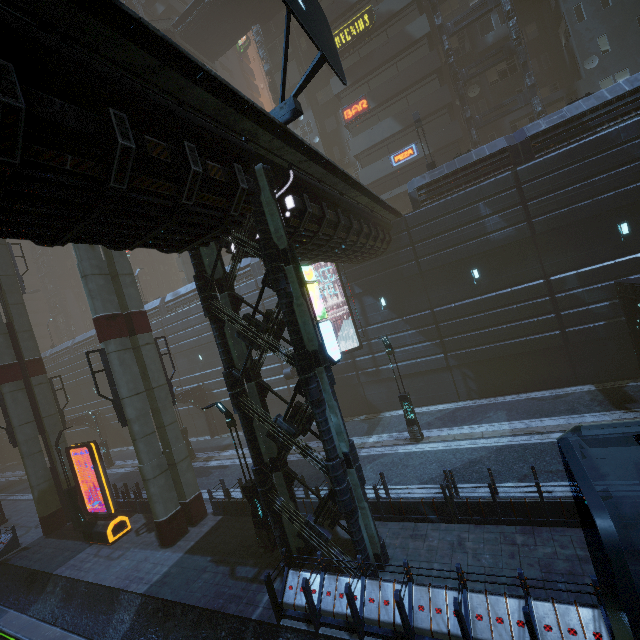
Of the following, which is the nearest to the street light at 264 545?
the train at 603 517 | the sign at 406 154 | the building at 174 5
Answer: the building at 174 5

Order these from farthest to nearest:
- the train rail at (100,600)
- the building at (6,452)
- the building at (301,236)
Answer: the building at (6,452) → the train rail at (100,600) → the building at (301,236)

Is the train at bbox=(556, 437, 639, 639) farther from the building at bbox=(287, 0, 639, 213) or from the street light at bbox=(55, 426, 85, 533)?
the street light at bbox=(55, 426, 85, 533)

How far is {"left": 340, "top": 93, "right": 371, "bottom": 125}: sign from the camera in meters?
28.9 m

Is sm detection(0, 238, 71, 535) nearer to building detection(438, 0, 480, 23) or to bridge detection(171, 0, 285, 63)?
building detection(438, 0, 480, 23)

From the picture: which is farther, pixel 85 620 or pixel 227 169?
pixel 85 620

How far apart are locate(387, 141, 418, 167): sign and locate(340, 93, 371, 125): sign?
4.37m

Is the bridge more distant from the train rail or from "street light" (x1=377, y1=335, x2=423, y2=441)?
the train rail
